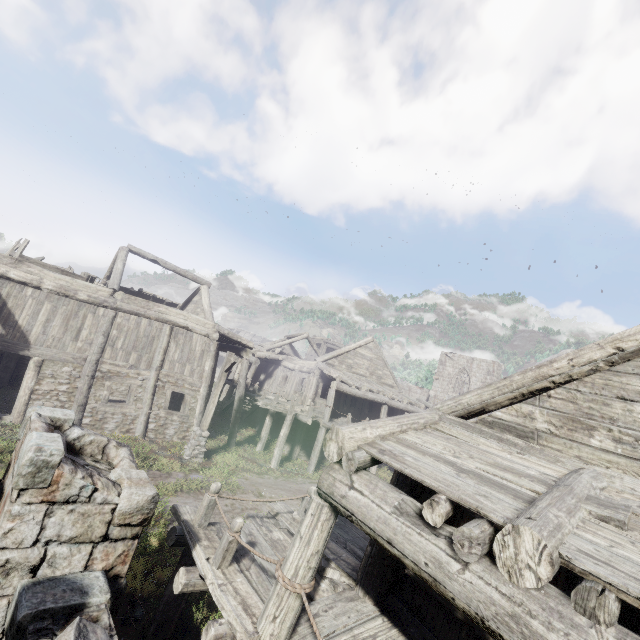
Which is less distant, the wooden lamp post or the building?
the building

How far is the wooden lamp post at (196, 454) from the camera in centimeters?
1359cm

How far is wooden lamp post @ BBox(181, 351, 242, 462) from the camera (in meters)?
13.59

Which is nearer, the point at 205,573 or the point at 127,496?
the point at 127,496

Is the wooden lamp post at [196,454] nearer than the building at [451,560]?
No

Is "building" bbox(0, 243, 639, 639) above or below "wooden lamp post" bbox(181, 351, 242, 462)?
above
